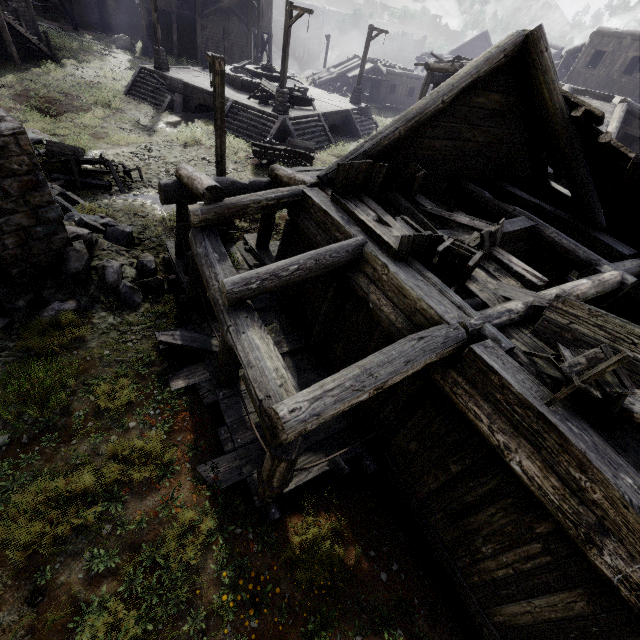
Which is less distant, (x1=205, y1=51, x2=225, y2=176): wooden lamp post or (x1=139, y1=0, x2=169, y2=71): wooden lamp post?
(x1=205, y1=51, x2=225, y2=176): wooden lamp post

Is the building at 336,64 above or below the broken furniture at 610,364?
below

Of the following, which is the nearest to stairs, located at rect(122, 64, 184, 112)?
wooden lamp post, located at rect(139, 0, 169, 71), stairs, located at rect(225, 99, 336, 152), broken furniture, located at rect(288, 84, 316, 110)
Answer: wooden lamp post, located at rect(139, 0, 169, 71)

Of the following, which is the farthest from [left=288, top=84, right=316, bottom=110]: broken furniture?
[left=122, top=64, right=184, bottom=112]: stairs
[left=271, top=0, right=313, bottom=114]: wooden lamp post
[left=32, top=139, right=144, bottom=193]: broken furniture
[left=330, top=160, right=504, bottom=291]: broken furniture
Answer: [left=330, top=160, right=504, bottom=291]: broken furniture

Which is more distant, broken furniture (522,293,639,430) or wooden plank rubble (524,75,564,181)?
wooden plank rubble (524,75,564,181)

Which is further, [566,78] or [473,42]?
[473,42]

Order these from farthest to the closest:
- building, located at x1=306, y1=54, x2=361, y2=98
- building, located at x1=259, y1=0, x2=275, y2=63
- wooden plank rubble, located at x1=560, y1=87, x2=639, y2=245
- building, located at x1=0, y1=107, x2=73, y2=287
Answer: building, located at x1=306, y1=54, x2=361, y2=98
building, located at x1=259, y1=0, x2=275, y2=63
wooden plank rubble, located at x1=560, y1=87, x2=639, y2=245
building, located at x1=0, y1=107, x2=73, y2=287

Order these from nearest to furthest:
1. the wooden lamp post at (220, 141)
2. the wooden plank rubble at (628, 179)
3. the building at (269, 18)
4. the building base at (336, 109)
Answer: the wooden plank rubble at (628, 179) → the wooden lamp post at (220, 141) → the building base at (336, 109) → the building at (269, 18)
